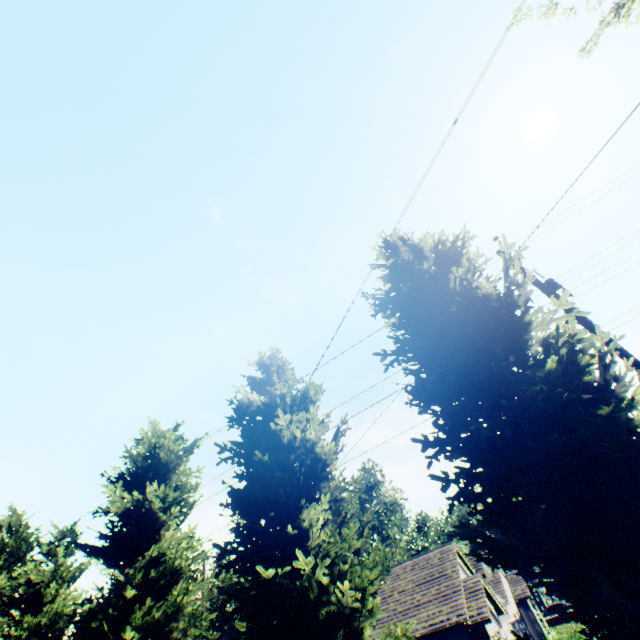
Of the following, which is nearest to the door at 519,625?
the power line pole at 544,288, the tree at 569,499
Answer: the tree at 569,499

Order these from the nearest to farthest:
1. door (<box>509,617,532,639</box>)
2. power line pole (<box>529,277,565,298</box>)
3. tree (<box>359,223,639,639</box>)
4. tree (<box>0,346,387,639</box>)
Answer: tree (<box>359,223,639,639</box>)
tree (<box>0,346,387,639</box>)
power line pole (<box>529,277,565,298</box>)
door (<box>509,617,532,639</box>)

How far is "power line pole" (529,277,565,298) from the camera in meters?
8.9 m

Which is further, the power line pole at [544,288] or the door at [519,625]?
the door at [519,625]

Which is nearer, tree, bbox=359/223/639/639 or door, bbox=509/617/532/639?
tree, bbox=359/223/639/639

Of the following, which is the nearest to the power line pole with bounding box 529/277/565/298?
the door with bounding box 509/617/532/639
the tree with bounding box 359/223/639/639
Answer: the tree with bounding box 359/223/639/639

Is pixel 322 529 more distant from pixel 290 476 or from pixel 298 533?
pixel 290 476

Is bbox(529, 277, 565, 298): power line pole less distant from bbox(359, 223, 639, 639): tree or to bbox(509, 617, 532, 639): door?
bbox(359, 223, 639, 639): tree
